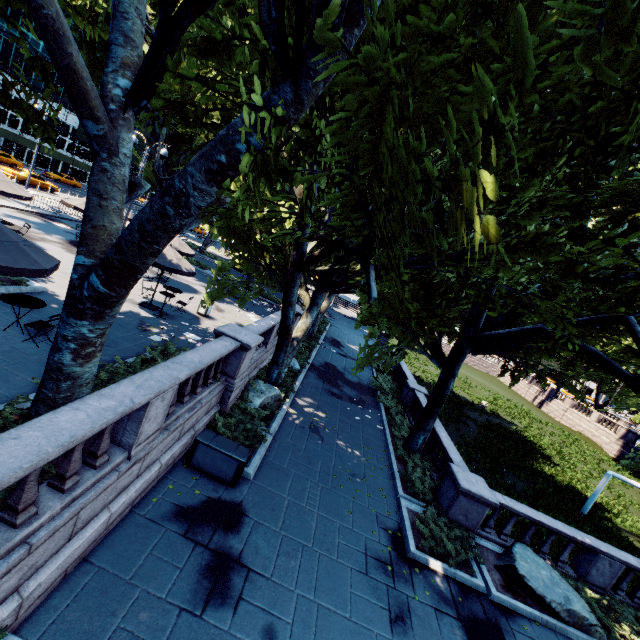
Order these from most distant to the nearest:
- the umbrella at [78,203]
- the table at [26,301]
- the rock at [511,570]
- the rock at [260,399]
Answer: the umbrella at [78,203]
the rock at [260,399]
the rock at [511,570]
the table at [26,301]

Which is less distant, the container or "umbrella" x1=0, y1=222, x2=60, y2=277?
"umbrella" x1=0, y1=222, x2=60, y2=277

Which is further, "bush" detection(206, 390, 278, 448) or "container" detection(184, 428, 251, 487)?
"bush" detection(206, 390, 278, 448)

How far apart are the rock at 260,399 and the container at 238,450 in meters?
3.0 m

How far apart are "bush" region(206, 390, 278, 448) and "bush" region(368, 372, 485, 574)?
5.36m

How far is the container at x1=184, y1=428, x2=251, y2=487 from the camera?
8.8m

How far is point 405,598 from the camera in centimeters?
791cm

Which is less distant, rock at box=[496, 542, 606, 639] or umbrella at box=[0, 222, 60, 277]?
umbrella at box=[0, 222, 60, 277]
